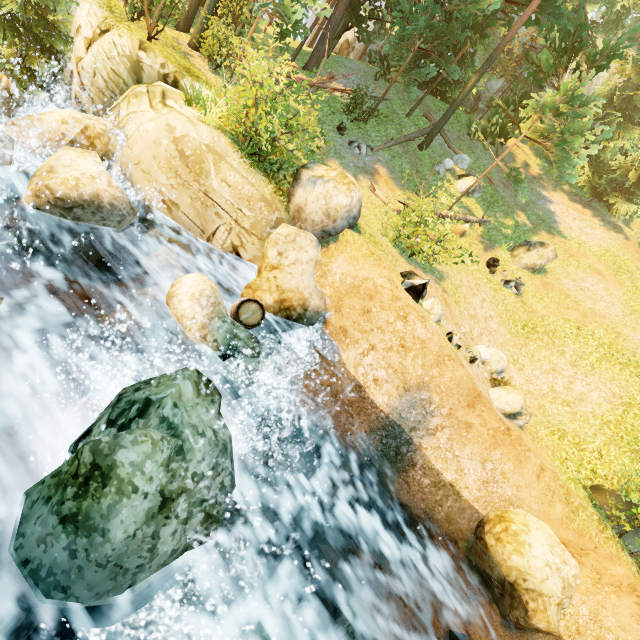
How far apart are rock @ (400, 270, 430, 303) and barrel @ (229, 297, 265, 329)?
3.39m

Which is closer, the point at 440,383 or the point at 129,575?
the point at 129,575

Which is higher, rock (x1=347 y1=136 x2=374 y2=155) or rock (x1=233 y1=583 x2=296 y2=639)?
rock (x1=347 y1=136 x2=374 y2=155)

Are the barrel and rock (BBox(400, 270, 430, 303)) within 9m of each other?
yes

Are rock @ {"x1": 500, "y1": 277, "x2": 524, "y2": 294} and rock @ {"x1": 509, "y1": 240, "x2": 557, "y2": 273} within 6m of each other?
yes

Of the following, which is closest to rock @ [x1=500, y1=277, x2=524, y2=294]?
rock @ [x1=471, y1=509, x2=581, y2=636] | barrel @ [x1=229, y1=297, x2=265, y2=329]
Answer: rock @ [x1=471, y1=509, x2=581, y2=636]

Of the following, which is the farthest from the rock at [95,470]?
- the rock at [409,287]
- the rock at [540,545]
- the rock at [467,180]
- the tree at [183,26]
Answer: the rock at [467,180]

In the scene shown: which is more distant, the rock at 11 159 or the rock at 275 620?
the rock at 11 159
